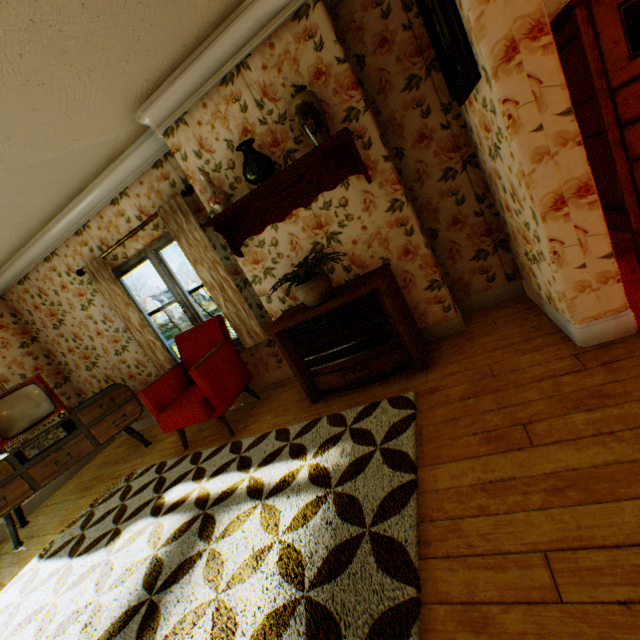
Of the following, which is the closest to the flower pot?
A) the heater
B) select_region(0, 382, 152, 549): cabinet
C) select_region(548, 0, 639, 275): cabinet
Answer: the heater

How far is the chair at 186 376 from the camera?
3.38m

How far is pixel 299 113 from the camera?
2.49m

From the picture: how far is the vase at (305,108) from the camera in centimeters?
245cm

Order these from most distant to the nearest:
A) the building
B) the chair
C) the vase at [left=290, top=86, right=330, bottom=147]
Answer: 1. the chair
2. the vase at [left=290, top=86, right=330, bottom=147]
3. the building

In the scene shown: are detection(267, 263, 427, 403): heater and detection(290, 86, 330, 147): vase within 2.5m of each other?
yes

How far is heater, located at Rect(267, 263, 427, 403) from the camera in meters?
2.7 m

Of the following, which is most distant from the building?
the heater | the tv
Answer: the tv
